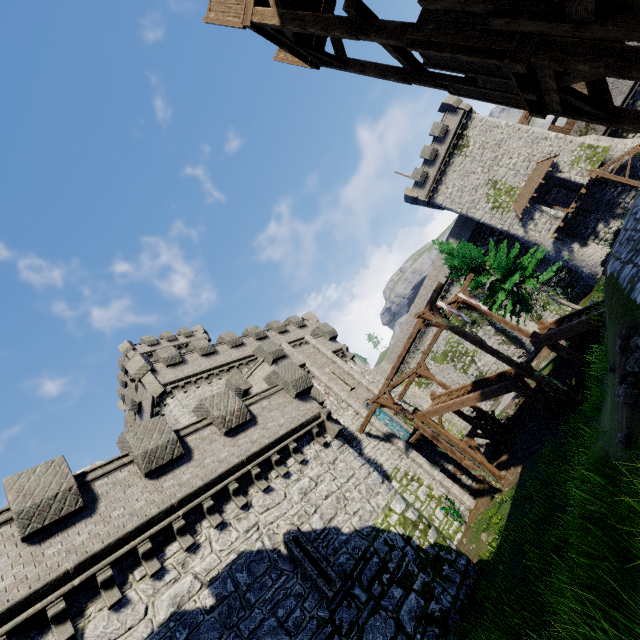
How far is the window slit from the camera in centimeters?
977cm

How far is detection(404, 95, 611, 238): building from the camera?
31.2m

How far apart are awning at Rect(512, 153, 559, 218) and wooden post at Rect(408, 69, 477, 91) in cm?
2984

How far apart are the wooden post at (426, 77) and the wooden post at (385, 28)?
2.6 meters

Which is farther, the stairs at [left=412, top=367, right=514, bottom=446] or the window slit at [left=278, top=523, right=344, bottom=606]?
the stairs at [left=412, top=367, right=514, bottom=446]

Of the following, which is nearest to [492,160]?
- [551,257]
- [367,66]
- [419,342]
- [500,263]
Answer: [551,257]

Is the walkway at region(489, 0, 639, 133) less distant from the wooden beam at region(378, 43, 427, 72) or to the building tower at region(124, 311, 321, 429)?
the wooden beam at region(378, 43, 427, 72)

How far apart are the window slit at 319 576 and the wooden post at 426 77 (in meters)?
14.20
